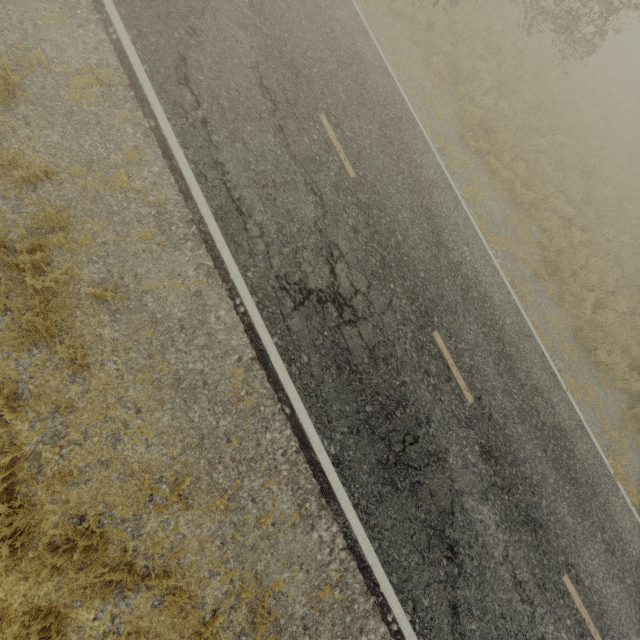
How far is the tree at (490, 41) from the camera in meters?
12.4

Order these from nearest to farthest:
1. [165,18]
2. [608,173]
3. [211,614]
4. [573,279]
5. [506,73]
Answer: [211,614], [165,18], [573,279], [506,73], [608,173]

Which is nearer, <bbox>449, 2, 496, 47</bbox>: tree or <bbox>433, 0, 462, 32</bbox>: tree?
<bbox>433, 0, 462, 32</bbox>: tree

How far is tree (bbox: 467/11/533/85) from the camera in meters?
12.4 m

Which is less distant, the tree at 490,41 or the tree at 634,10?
the tree at 634,10
